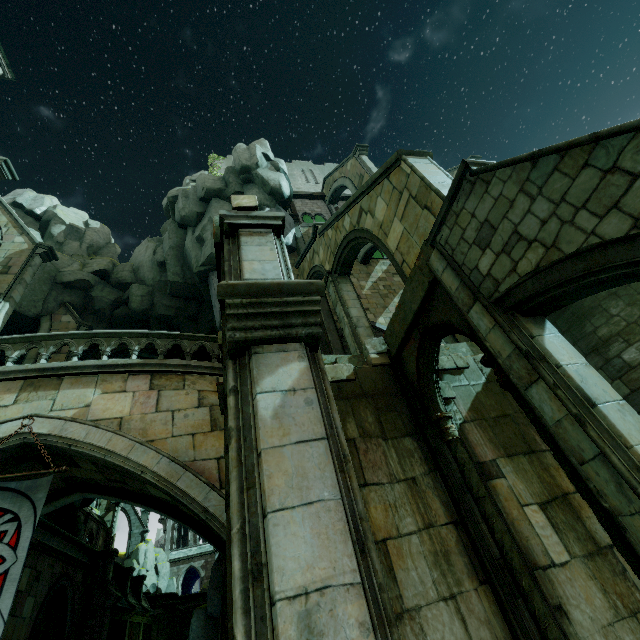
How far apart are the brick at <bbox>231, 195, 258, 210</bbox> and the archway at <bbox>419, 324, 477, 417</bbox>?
3.9m

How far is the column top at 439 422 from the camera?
6.66m

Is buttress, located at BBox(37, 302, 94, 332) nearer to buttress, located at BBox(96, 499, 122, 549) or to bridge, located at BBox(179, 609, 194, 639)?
buttress, located at BBox(96, 499, 122, 549)

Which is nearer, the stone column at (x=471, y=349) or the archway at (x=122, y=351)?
the stone column at (x=471, y=349)

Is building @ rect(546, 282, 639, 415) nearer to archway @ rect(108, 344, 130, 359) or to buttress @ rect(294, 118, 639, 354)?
buttress @ rect(294, 118, 639, 354)

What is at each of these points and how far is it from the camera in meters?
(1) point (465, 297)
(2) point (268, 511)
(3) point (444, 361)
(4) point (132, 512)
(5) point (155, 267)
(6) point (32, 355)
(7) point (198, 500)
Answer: (1) stone column, 5.5 m
(2) stone column, 1.9 m
(3) brick, 8.6 m
(4) building, 43.6 m
(5) rock, 24.1 m
(6) buttress, 18.3 m
(7) bridge, 6.2 m

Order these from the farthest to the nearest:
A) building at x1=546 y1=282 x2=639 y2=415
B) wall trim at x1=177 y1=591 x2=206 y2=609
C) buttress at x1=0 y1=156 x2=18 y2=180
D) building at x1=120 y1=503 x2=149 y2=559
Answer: building at x1=120 y1=503 x2=149 y2=559, wall trim at x1=177 y1=591 x2=206 y2=609, buttress at x1=0 y1=156 x2=18 y2=180, building at x1=546 y1=282 x2=639 y2=415

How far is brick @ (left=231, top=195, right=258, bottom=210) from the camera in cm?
466
